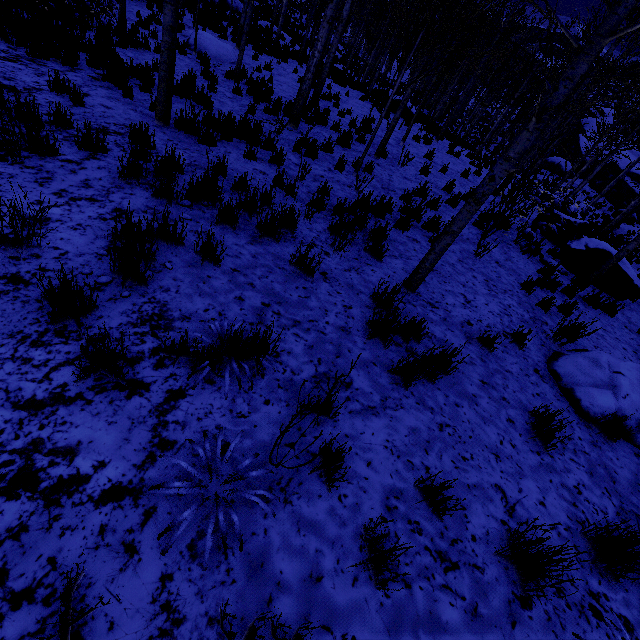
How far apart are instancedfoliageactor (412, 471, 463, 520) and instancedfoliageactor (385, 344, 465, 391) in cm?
91

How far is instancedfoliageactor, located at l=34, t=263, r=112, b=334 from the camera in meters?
2.2 m

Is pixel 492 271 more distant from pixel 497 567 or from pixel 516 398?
pixel 497 567

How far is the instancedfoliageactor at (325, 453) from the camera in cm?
171

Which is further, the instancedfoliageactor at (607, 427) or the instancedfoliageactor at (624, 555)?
the instancedfoliageactor at (607, 427)

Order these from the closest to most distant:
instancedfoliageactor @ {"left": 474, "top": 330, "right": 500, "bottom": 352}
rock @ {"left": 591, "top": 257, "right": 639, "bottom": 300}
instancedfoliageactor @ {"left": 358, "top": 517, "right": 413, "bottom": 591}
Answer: instancedfoliageactor @ {"left": 358, "top": 517, "right": 413, "bottom": 591}, instancedfoliageactor @ {"left": 474, "top": 330, "right": 500, "bottom": 352}, rock @ {"left": 591, "top": 257, "right": 639, "bottom": 300}
